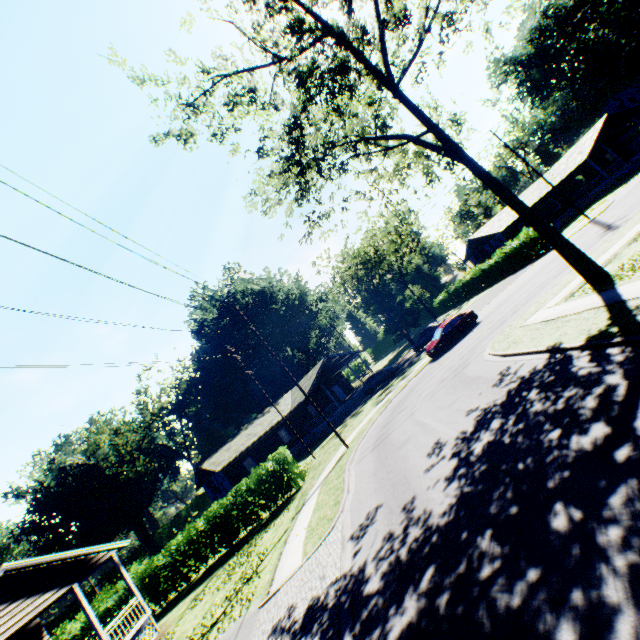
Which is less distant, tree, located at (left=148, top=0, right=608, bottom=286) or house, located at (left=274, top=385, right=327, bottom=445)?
tree, located at (left=148, top=0, right=608, bottom=286)

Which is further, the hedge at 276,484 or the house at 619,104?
the house at 619,104

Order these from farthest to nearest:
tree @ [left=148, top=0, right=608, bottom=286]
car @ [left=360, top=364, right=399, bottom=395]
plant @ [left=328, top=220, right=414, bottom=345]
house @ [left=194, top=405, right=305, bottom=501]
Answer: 1. plant @ [left=328, top=220, right=414, bottom=345]
2. car @ [left=360, top=364, right=399, bottom=395]
3. house @ [left=194, top=405, right=305, bottom=501]
4. tree @ [left=148, top=0, right=608, bottom=286]

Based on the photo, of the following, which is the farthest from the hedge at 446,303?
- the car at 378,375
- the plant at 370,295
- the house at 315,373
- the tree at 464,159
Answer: the plant at 370,295

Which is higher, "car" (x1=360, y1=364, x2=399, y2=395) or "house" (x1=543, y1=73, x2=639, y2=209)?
"house" (x1=543, y1=73, x2=639, y2=209)

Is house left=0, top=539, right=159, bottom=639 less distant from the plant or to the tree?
the tree

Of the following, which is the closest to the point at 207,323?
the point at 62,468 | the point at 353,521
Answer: the point at 62,468

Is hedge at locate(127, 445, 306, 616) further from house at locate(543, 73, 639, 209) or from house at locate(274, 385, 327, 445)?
house at locate(543, 73, 639, 209)
